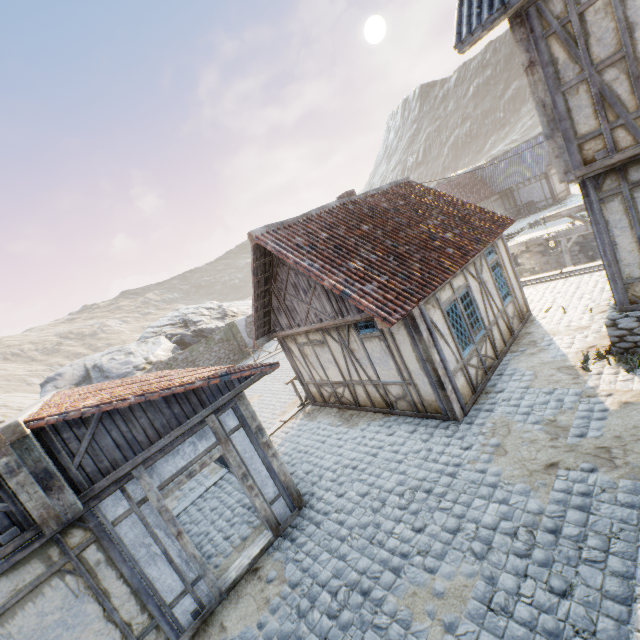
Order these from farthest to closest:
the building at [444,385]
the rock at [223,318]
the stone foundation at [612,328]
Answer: the rock at [223,318]
the building at [444,385]
the stone foundation at [612,328]

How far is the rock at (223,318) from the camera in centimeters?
2358cm

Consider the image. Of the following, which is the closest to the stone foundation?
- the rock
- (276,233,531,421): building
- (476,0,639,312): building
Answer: (476,0,639,312): building

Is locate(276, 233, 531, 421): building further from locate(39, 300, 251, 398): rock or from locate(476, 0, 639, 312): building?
locate(39, 300, 251, 398): rock

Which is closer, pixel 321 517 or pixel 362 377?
pixel 321 517

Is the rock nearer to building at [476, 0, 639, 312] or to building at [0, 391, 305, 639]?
building at [0, 391, 305, 639]

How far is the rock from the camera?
23.6 meters

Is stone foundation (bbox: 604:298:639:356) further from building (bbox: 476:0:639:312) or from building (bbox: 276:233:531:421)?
building (bbox: 276:233:531:421)
